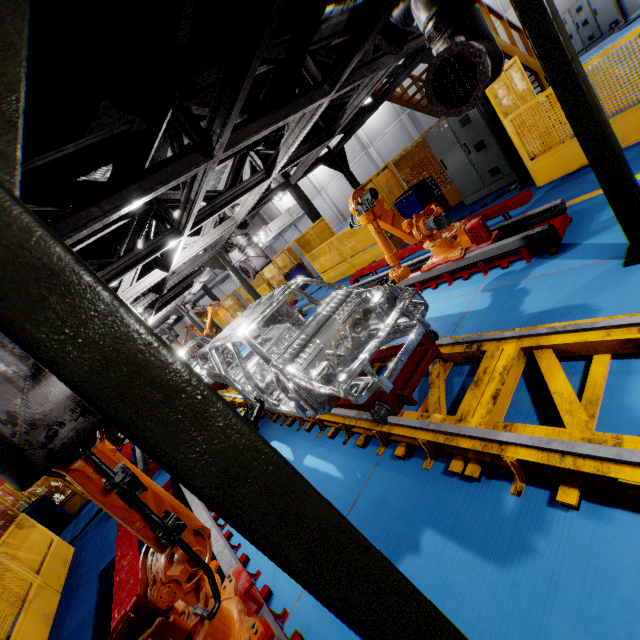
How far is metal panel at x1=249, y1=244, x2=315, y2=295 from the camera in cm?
1638

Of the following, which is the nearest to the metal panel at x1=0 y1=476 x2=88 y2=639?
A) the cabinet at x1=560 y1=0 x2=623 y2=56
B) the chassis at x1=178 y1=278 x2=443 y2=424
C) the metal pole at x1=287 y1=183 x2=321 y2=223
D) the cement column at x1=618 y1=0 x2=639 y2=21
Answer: the metal pole at x1=287 y1=183 x2=321 y2=223

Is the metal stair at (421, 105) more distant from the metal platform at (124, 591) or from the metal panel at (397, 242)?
the metal platform at (124, 591)

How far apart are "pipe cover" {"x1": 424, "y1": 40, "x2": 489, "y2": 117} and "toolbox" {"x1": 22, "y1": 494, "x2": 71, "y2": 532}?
14.4 meters

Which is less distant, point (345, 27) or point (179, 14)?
point (179, 14)

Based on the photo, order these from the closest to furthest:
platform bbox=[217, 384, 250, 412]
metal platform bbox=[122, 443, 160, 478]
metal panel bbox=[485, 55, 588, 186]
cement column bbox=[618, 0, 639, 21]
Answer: metal panel bbox=[485, 55, 588, 186]
platform bbox=[217, 384, 250, 412]
metal platform bbox=[122, 443, 160, 478]
cement column bbox=[618, 0, 639, 21]

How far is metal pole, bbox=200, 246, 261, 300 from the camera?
9.05m

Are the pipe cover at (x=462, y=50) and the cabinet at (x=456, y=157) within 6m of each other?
yes
